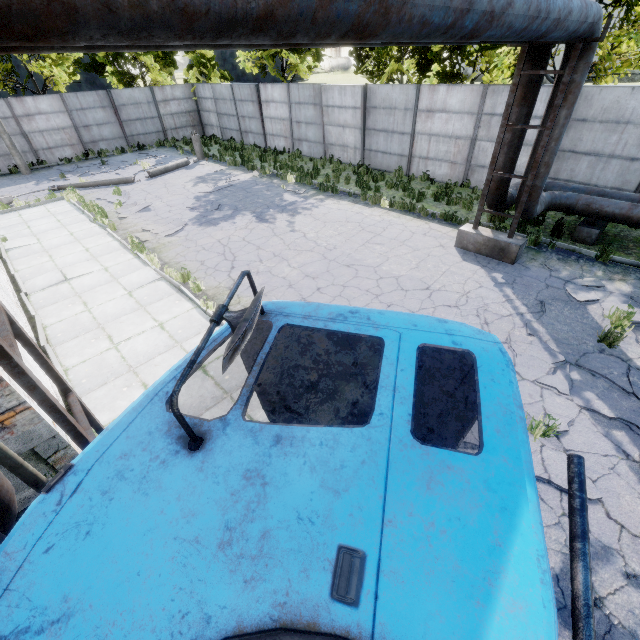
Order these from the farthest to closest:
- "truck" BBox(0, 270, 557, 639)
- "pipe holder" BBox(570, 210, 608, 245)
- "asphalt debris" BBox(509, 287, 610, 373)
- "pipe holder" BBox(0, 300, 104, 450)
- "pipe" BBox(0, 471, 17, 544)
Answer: "pipe holder" BBox(570, 210, 608, 245) → "asphalt debris" BBox(509, 287, 610, 373) → "pipe" BBox(0, 471, 17, 544) → "pipe holder" BBox(0, 300, 104, 450) → "truck" BBox(0, 270, 557, 639)

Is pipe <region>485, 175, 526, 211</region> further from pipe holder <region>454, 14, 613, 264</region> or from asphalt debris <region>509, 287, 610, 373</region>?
asphalt debris <region>509, 287, 610, 373</region>

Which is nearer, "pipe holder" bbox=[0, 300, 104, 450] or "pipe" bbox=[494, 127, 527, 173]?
"pipe holder" bbox=[0, 300, 104, 450]

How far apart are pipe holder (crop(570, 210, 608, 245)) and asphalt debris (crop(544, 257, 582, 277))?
1.7m

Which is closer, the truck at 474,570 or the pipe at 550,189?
the truck at 474,570

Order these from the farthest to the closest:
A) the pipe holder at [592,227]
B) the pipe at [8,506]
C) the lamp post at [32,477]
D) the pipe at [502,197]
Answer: the pipe holder at [592,227] → the pipe at [502,197] → the pipe at [8,506] → the lamp post at [32,477]

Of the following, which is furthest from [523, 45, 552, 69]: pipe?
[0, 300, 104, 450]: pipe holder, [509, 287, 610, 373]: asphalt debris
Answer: [509, 287, 610, 373]: asphalt debris

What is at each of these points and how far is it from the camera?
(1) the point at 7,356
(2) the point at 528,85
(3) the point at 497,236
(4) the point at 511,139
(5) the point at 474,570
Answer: (1) pipe holder, 1.9m
(2) pipe, 7.6m
(3) pipe holder, 9.1m
(4) pipe, 8.3m
(5) truck, 1.2m
